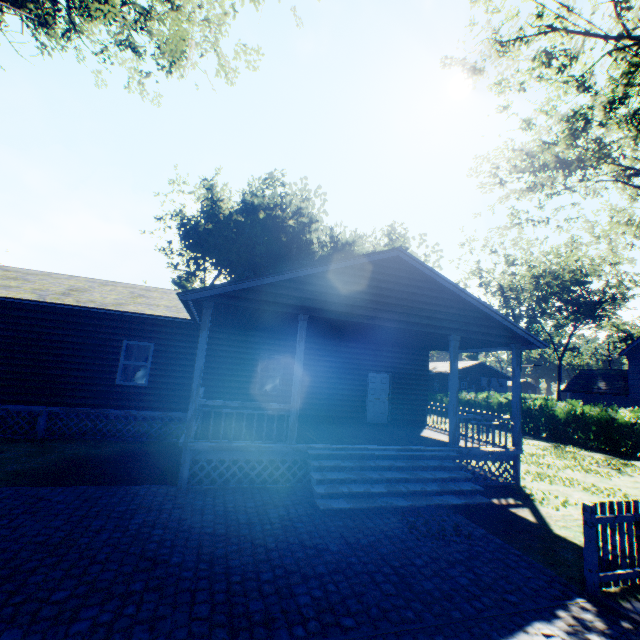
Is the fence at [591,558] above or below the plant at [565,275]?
below

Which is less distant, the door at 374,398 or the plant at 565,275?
the door at 374,398

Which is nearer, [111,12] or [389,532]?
[389,532]

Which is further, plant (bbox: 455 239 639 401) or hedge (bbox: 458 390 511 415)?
plant (bbox: 455 239 639 401)

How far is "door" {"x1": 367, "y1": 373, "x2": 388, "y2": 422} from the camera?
14.32m

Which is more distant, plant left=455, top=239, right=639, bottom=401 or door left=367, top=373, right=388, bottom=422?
plant left=455, top=239, right=639, bottom=401

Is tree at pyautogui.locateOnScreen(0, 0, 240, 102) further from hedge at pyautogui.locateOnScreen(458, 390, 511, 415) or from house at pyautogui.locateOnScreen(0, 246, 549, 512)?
house at pyautogui.locateOnScreen(0, 246, 549, 512)

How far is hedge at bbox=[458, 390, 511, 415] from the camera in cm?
2458
